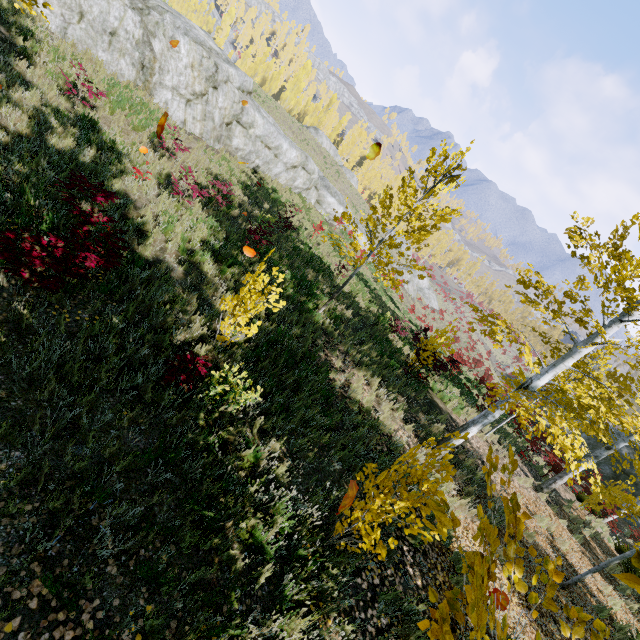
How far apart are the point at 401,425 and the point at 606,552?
11.3m

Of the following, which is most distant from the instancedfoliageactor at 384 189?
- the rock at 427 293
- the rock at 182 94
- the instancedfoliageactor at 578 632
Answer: the rock at 427 293

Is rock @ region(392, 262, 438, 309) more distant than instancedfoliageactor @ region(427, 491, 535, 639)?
Yes

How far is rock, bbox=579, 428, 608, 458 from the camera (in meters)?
26.31

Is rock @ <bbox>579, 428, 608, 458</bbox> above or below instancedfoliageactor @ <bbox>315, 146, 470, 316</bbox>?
below

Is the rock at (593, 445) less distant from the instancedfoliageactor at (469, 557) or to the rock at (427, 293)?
the instancedfoliageactor at (469, 557)

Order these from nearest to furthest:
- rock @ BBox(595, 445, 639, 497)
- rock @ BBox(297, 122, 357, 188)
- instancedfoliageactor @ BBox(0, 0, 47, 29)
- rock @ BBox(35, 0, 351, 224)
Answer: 1. instancedfoliageactor @ BBox(0, 0, 47, 29)
2. rock @ BBox(35, 0, 351, 224)
3. rock @ BBox(595, 445, 639, 497)
4. rock @ BBox(297, 122, 357, 188)

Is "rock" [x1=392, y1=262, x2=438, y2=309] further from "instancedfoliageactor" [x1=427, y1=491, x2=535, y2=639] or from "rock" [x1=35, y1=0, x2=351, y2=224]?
"instancedfoliageactor" [x1=427, y1=491, x2=535, y2=639]
